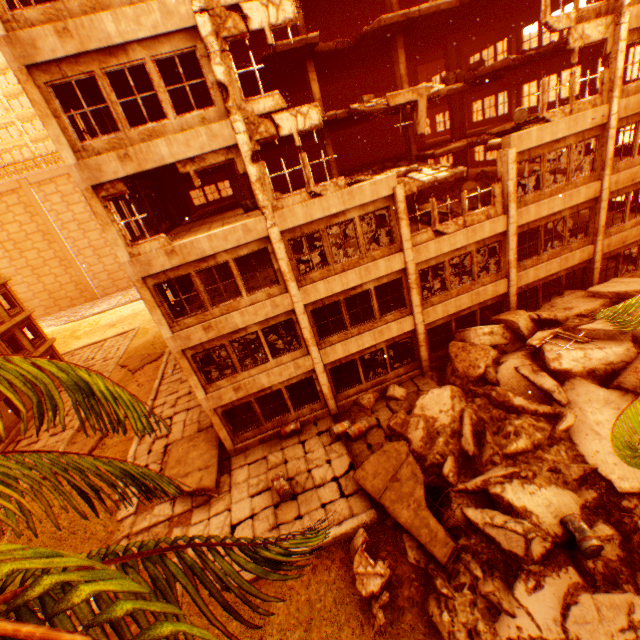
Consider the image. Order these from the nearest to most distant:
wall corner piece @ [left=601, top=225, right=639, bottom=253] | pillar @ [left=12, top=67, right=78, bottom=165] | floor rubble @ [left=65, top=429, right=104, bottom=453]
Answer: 1. pillar @ [left=12, top=67, right=78, bottom=165]
2. wall corner piece @ [left=601, top=225, right=639, bottom=253]
3. floor rubble @ [left=65, top=429, right=104, bottom=453]

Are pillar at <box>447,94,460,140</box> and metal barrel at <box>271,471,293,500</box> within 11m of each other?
no

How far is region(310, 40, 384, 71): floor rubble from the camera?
15.35m

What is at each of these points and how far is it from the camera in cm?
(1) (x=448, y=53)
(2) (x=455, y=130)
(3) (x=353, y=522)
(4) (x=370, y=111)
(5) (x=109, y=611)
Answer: (1) pillar, 1998
(2) pillar, 2186
(3) concrete curb, 1052
(4) floor rubble, 1436
(5) rubble, 120

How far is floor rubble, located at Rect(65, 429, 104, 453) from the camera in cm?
1781

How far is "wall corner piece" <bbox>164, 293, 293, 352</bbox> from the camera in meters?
12.1 m

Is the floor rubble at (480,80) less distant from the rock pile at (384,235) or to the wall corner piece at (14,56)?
the wall corner piece at (14,56)

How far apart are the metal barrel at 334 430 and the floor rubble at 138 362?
19.03m
